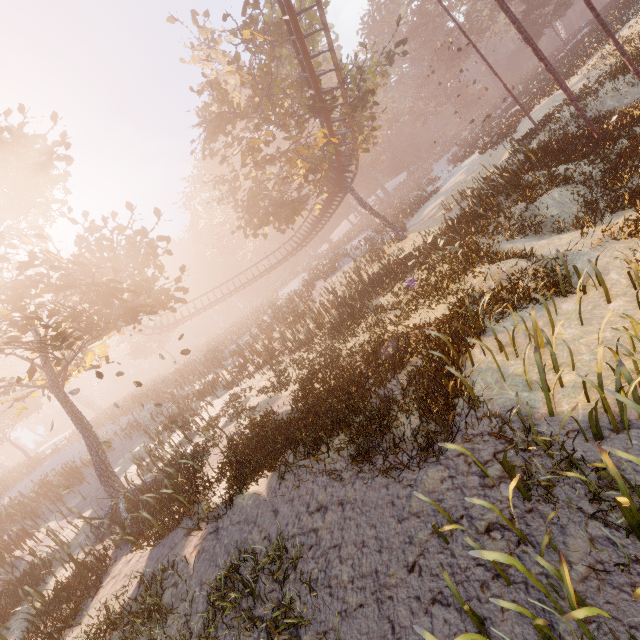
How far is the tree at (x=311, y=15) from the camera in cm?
2003

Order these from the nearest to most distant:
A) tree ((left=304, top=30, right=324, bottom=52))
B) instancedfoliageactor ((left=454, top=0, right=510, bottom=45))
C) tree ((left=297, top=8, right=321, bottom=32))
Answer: tree ((left=297, top=8, right=321, bottom=32))
tree ((left=304, top=30, right=324, bottom=52))
instancedfoliageactor ((left=454, top=0, right=510, bottom=45))

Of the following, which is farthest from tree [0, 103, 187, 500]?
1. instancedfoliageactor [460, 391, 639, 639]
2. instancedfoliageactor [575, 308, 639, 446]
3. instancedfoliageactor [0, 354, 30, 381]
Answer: instancedfoliageactor [0, 354, 30, 381]

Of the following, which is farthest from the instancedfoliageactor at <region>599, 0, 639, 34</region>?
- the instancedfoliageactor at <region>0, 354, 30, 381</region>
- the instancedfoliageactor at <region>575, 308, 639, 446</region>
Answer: the instancedfoliageactor at <region>0, 354, 30, 381</region>

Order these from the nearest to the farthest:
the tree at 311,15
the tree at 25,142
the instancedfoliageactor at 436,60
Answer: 1. the tree at 25,142
2. the tree at 311,15
3. the instancedfoliageactor at 436,60

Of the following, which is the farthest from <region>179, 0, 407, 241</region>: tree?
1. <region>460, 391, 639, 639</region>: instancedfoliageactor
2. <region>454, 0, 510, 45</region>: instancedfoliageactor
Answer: <region>460, 391, 639, 639</region>: instancedfoliageactor

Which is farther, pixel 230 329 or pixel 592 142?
pixel 230 329

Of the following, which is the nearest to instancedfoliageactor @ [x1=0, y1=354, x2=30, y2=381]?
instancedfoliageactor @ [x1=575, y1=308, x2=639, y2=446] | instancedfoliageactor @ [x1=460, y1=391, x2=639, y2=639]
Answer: → instancedfoliageactor @ [x1=460, y1=391, x2=639, y2=639]
